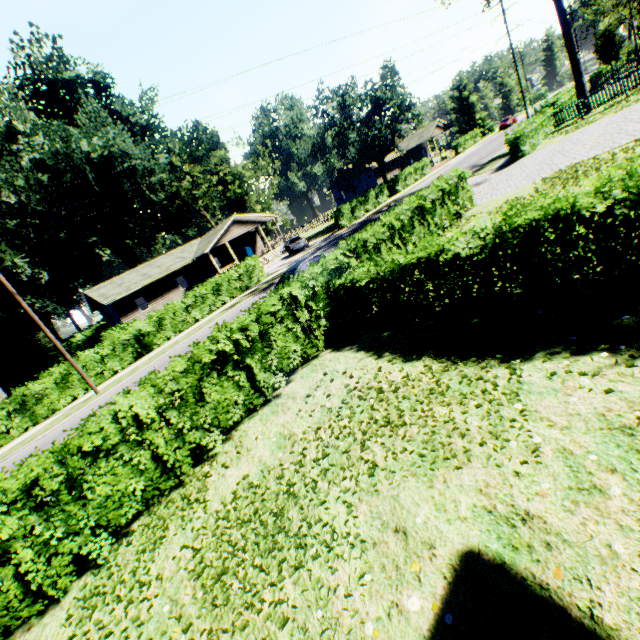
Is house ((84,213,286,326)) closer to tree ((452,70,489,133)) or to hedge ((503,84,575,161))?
hedge ((503,84,575,161))

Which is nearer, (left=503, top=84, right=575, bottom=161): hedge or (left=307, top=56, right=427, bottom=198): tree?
(left=503, top=84, right=575, bottom=161): hedge

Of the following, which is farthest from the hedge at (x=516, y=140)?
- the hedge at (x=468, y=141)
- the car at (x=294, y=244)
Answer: the hedge at (x=468, y=141)

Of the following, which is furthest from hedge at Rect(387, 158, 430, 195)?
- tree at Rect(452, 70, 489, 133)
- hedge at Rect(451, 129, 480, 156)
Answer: tree at Rect(452, 70, 489, 133)

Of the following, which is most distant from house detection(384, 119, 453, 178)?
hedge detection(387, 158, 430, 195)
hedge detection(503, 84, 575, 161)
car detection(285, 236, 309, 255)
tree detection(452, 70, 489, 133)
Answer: car detection(285, 236, 309, 255)

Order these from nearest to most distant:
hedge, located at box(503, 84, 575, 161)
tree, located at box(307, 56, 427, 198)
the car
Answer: hedge, located at box(503, 84, 575, 161) < the car < tree, located at box(307, 56, 427, 198)

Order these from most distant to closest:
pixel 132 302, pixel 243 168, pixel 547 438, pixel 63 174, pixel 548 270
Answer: pixel 243 168
pixel 63 174
pixel 132 302
pixel 548 270
pixel 547 438

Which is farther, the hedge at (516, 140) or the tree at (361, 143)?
the tree at (361, 143)
